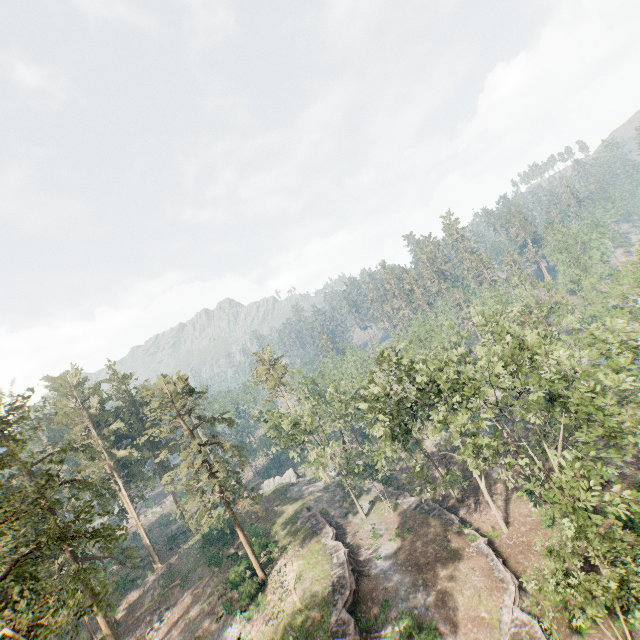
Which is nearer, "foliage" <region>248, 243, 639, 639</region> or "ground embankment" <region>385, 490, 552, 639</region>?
"foliage" <region>248, 243, 639, 639</region>

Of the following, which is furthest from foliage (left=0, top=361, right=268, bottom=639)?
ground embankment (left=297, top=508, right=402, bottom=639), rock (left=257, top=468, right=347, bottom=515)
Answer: ground embankment (left=297, top=508, right=402, bottom=639)

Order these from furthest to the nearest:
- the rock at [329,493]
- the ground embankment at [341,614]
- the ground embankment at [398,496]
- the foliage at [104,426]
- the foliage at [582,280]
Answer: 1. the rock at [329,493]
2. the foliage at [582,280]
3. the ground embankment at [341,614]
4. the ground embankment at [398,496]
5. the foliage at [104,426]

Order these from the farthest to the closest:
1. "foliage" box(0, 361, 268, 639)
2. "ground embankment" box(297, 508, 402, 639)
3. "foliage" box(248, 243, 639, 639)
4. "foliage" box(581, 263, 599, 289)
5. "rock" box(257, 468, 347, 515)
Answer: "rock" box(257, 468, 347, 515)
"foliage" box(581, 263, 599, 289)
"ground embankment" box(297, 508, 402, 639)
"foliage" box(248, 243, 639, 639)
"foliage" box(0, 361, 268, 639)

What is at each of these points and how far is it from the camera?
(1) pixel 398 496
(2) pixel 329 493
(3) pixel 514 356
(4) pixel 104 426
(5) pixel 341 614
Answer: (1) ground embankment, 42.0m
(2) rock, 48.7m
(3) foliage, 26.2m
(4) foliage, 48.6m
(5) ground embankment, 25.9m

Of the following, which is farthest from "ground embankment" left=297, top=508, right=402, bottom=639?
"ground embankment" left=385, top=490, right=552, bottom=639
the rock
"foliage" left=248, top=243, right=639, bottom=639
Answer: "ground embankment" left=385, top=490, right=552, bottom=639

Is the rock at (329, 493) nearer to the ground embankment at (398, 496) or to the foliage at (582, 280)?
the foliage at (582, 280)
